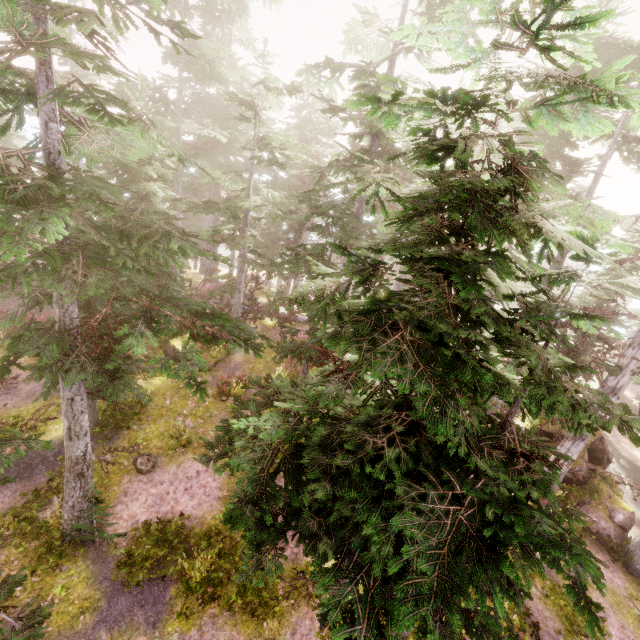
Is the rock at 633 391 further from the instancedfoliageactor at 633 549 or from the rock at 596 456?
the rock at 596 456

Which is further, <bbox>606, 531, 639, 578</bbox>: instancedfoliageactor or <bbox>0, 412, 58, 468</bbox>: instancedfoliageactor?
<bbox>606, 531, 639, 578</bbox>: instancedfoliageactor

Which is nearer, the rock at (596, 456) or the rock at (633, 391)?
the rock at (596, 456)

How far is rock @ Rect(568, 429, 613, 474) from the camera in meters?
17.2 m

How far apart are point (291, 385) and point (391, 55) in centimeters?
1410cm

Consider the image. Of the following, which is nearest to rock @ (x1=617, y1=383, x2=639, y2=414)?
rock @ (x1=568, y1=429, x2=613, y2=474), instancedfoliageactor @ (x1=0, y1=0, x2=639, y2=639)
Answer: instancedfoliageactor @ (x1=0, y1=0, x2=639, y2=639)
